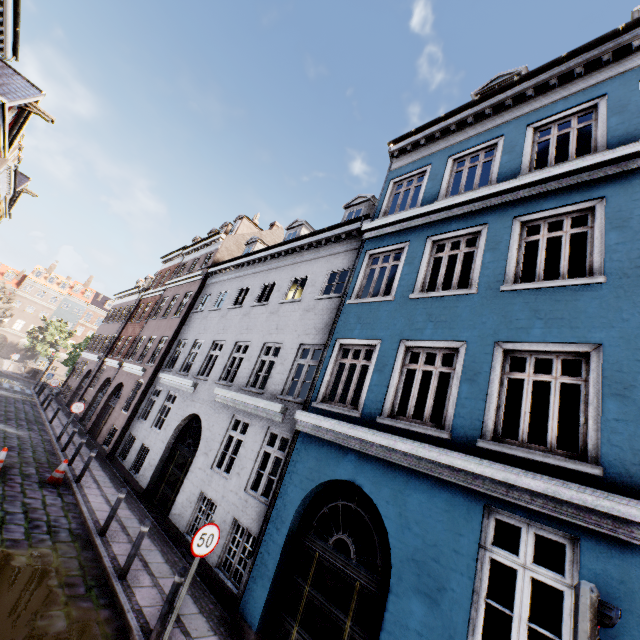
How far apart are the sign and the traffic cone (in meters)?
8.07

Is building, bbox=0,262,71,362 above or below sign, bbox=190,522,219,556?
above

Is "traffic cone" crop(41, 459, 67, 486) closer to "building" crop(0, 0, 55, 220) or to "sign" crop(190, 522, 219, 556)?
"building" crop(0, 0, 55, 220)

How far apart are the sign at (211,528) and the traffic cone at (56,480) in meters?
8.1 m

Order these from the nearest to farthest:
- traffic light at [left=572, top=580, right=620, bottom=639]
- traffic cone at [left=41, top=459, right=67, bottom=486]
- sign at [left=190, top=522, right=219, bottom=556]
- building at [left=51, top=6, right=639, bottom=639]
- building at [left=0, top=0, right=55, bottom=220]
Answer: traffic light at [left=572, top=580, right=620, bottom=639] < building at [left=51, top=6, right=639, bottom=639] < sign at [left=190, top=522, right=219, bottom=556] < traffic cone at [left=41, top=459, right=67, bottom=486] < building at [left=0, top=0, right=55, bottom=220]

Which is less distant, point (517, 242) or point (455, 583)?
point (455, 583)

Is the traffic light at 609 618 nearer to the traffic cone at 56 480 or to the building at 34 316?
the building at 34 316

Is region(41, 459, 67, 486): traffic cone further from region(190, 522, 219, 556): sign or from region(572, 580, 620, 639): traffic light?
region(572, 580, 620, 639): traffic light
